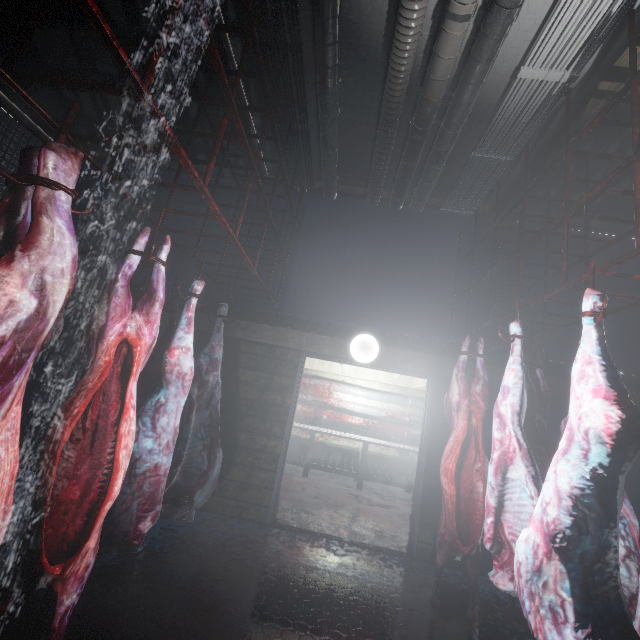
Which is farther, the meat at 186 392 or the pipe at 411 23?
the pipe at 411 23

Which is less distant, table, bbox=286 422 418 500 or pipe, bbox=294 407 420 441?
table, bbox=286 422 418 500

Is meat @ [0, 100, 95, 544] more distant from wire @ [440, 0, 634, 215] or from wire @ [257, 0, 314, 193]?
wire @ [440, 0, 634, 215]

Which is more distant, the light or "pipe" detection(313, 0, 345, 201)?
the light

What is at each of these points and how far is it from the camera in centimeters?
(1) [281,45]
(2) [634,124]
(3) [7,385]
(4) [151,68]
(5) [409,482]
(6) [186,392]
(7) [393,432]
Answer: (1) wire, 263cm
(2) rig, 164cm
(3) meat, 91cm
(4) rig, 104cm
(5) table, 625cm
(6) meat, 210cm
(7) pipe, 651cm

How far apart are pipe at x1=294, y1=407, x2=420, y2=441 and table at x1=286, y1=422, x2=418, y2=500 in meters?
0.1 m

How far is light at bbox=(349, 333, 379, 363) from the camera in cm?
344

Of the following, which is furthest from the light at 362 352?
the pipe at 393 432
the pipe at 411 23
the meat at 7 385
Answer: the pipe at 393 432
